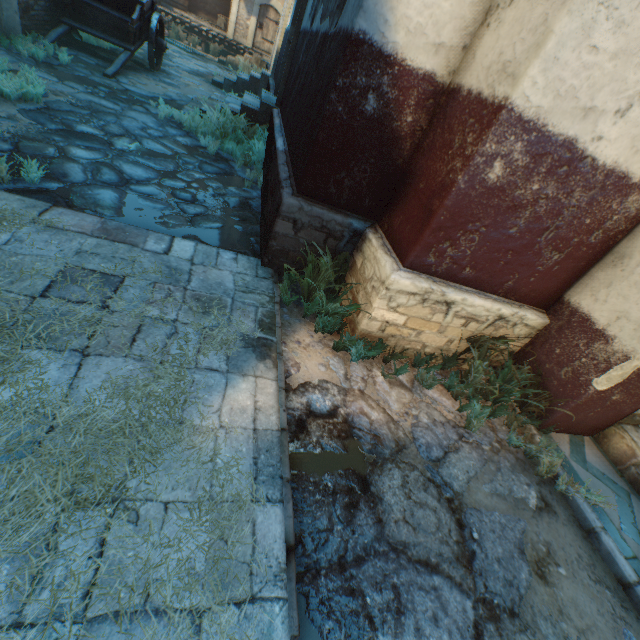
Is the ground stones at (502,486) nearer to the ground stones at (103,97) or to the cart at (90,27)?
the ground stones at (103,97)

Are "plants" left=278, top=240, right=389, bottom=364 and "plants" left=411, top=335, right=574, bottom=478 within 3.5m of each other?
yes

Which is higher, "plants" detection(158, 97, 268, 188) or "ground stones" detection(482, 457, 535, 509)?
"plants" detection(158, 97, 268, 188)

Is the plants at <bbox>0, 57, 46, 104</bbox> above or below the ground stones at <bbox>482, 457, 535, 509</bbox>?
above

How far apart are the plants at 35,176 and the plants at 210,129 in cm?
330

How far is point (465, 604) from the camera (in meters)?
2.00

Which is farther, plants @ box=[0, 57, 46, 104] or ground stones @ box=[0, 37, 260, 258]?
plants @ box=[0, 57, 46, 104]

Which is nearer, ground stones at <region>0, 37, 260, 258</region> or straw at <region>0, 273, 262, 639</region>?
straw at <region>0, 273, 262, 639</region>
